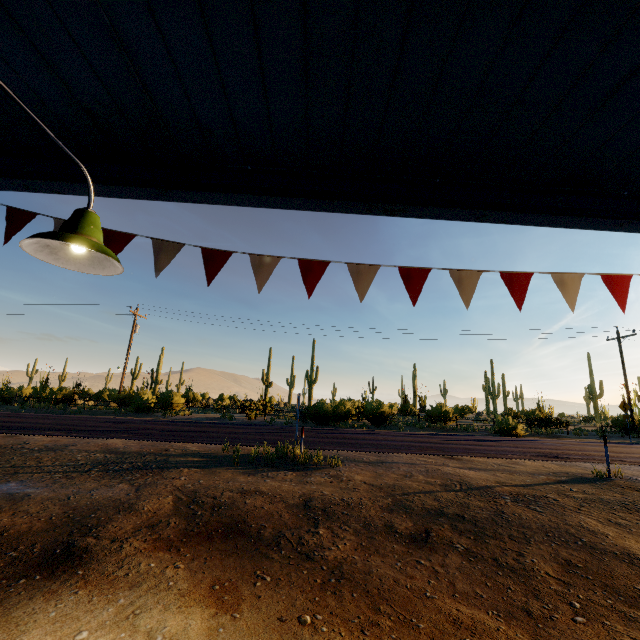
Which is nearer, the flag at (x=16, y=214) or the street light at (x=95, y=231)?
the street light at (x=95, y=231)

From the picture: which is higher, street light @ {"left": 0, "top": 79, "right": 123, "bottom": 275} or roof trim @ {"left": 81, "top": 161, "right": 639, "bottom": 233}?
roof trim @ {"left": 81, "top": 161, "right": 639, "bottom": 233}

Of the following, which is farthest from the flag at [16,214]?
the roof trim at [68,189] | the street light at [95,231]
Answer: the street light at [95,231]

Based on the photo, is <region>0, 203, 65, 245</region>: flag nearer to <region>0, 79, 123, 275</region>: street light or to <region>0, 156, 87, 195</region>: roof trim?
<region>0, 156, 87, 195</region>: roof trim

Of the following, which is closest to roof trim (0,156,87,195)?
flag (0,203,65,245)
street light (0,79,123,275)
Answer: flag (0,203,65,245)

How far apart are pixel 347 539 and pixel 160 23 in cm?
560
